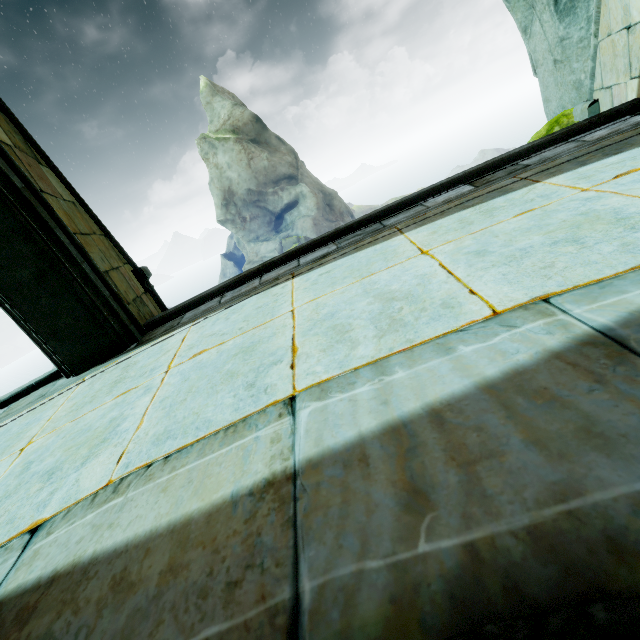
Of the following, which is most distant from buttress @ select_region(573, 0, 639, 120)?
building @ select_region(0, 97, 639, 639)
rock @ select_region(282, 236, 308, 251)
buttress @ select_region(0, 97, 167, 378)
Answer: rock @ select_region(282, 236, 308, 251)

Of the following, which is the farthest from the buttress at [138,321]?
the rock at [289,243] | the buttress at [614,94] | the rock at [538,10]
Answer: the rock at [289,243]

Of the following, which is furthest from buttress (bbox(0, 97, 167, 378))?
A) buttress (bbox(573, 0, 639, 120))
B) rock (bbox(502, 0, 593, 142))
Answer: buttress (bbox(573, 0, 639, 120))

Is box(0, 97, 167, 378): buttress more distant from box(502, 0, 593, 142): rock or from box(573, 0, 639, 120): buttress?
box(573, 0, 639, 120): buttress

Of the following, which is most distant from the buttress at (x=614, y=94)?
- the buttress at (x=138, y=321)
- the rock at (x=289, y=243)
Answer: the rock at (x=289, y=243)

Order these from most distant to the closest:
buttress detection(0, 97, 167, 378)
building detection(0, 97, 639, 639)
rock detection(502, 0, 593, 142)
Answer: rock detection(502, 0, 593, 142)
buttress detection(0, 97, 167, 378)
building detection(0, 97, 639, 639)

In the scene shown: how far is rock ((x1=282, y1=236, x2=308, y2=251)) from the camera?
37.4m

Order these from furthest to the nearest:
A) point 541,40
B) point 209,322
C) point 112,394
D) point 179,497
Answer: point 541,40 → point 209,322 → point 112,394 → point 179,497
